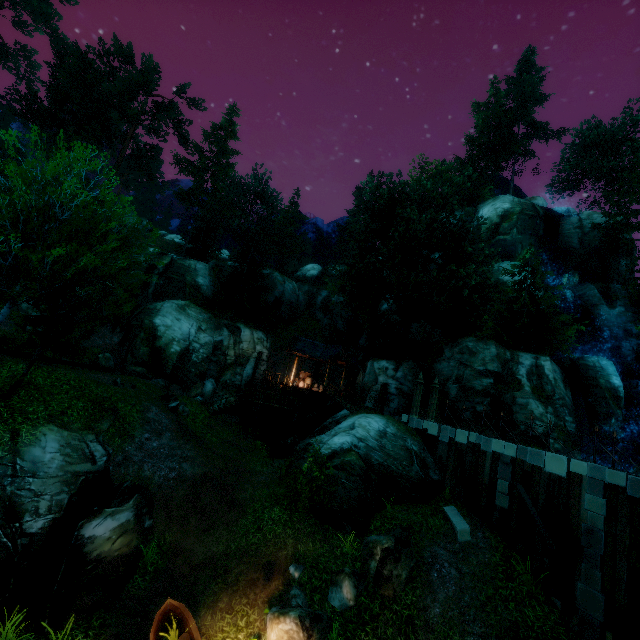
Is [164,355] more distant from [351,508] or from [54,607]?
[351,508]

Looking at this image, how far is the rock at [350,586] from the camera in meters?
10.3

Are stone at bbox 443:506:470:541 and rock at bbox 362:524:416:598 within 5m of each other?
yes

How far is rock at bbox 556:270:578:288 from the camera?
33.38m

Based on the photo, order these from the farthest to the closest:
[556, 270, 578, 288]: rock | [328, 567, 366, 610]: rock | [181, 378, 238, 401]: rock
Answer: [556, 270, 578, 288]: rock → [181, 378, 238, 401]: rock → [328, 567, 366, 610]: rock

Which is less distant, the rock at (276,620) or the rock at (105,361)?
the rock at (276,620)

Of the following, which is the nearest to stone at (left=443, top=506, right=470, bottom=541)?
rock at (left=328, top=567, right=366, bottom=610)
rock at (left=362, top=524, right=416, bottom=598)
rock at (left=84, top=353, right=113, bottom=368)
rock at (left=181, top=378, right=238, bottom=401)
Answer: rock at (left=362, top=524, right=416, bottom=598)

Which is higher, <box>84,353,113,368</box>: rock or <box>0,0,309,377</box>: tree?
<box>0,0,309,377</box>: tree
